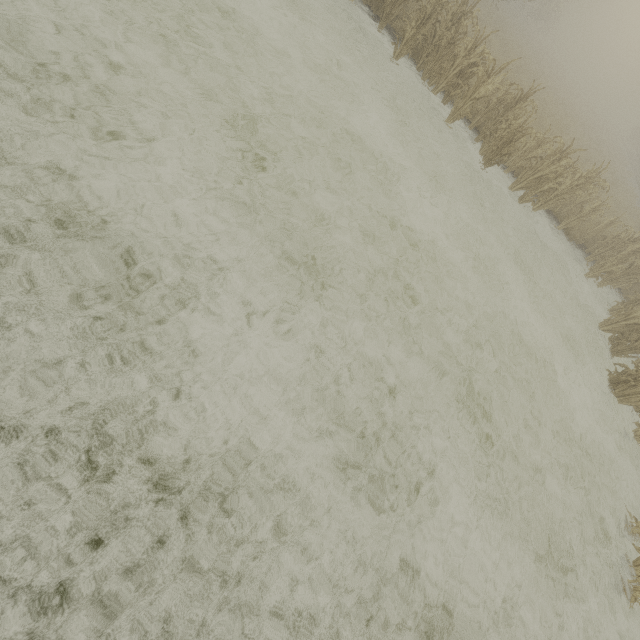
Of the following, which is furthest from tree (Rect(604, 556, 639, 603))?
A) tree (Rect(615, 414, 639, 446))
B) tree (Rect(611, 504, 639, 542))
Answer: tree (Rect(615, 414, 639, 446))

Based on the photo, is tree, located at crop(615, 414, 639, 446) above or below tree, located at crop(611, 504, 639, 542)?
above

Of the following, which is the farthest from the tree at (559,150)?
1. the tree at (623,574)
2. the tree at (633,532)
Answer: the tree at (623,574)

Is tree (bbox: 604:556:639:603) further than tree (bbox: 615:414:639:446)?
No

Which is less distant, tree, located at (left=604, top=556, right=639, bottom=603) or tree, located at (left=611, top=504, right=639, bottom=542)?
tree, located at (left=604, top=556, right=639, bottom=603)

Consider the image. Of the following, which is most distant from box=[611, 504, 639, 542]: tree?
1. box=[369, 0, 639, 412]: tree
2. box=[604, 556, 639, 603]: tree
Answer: box=[369, 0, 639, 412]: tree

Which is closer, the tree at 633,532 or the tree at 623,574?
the tree at 623,574

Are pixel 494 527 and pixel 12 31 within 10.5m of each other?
yes
